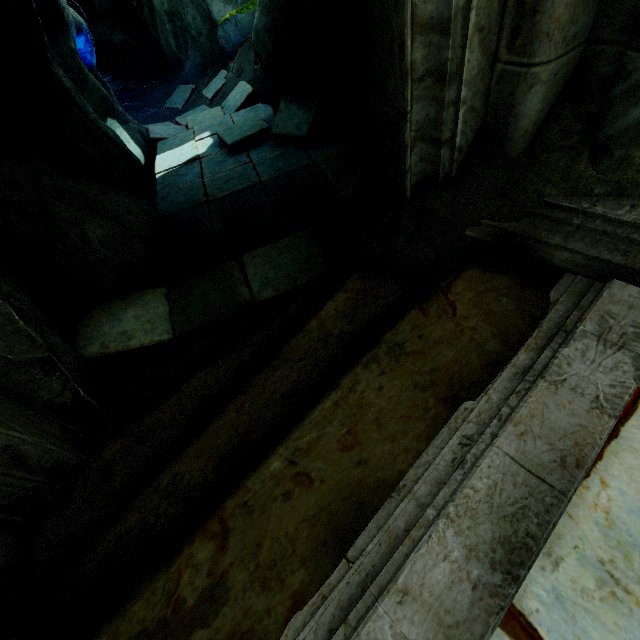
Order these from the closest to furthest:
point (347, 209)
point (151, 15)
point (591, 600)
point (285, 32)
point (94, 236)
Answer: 1. point (591, 600)
2. point (347, 209)
3. point (94, 236)
4. point (285, 32)
5. point (151, 15)

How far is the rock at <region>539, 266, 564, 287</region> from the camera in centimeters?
162cm

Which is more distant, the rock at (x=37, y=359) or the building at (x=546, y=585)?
the rock at (x=37, y=359)

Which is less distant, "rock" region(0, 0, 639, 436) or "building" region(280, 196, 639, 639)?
"building" region(280, 196, 639, 639)

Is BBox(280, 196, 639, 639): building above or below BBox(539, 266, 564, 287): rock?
above
